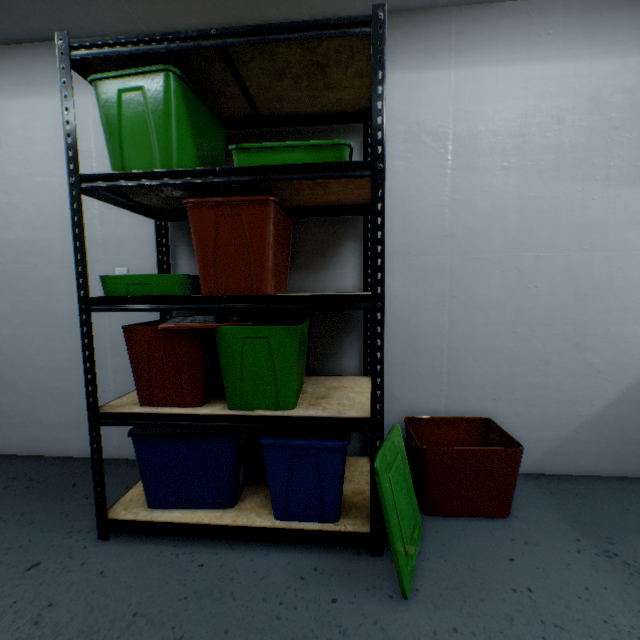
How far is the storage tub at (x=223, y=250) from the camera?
1.2m

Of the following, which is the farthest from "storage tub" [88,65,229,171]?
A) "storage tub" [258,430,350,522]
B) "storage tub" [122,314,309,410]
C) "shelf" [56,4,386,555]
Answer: "storage tub" [258,430,350,522]

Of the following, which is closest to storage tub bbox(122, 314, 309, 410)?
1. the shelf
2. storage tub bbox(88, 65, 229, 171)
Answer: the shelf

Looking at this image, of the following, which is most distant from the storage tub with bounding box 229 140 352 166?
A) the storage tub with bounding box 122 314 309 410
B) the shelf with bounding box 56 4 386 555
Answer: the storage tub with bounding box 122 314 309 410

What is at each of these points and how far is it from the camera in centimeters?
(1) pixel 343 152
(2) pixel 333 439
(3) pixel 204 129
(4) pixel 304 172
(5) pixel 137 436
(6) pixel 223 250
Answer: (1) storage tub, 122cm
(2) storage tub, 127cm
(3) storage tub, 141cm
(4) shelf, 116cm
(5) storage tub, 134cm
(6) storage tub, 124cm

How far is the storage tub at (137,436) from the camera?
1.35m

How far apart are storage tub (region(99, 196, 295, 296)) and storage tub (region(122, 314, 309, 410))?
0.1m

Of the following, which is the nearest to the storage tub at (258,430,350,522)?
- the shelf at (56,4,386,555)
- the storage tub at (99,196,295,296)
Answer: the shelf at (56,4,386,555)
